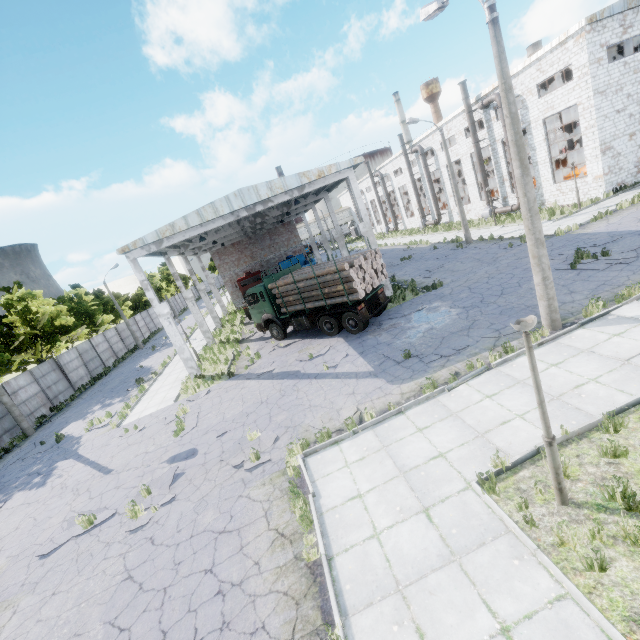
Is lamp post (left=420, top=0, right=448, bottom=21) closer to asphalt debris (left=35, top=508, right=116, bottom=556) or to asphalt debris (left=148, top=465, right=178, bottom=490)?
asphalt debris (left=148, top=465, right=178, bottom=490)

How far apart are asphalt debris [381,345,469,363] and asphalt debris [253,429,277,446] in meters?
5.0

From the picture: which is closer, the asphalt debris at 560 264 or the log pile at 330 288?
the asphalt debris at 560 264

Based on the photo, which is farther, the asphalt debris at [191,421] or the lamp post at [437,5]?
the asphalt debris at [191,421]

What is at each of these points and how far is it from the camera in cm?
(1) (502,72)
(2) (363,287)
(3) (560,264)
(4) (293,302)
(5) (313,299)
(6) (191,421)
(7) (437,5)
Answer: (1) lamp post, 816
(2) log pile, 1520
(3) asphalt debris, 1467
(4) log pile, 1775
(5) log pile, 1680
(6) asphalt debris, 1366
(7) lamp post, 912

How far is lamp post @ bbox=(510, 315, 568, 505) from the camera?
4.4 meters

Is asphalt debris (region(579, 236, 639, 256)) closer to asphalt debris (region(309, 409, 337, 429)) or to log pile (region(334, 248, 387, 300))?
log pile (region(334, 248, 387, 300))

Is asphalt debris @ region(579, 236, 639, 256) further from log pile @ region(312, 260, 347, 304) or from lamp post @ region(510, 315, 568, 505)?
lamp post @ region(510, 315, 568, 505)
